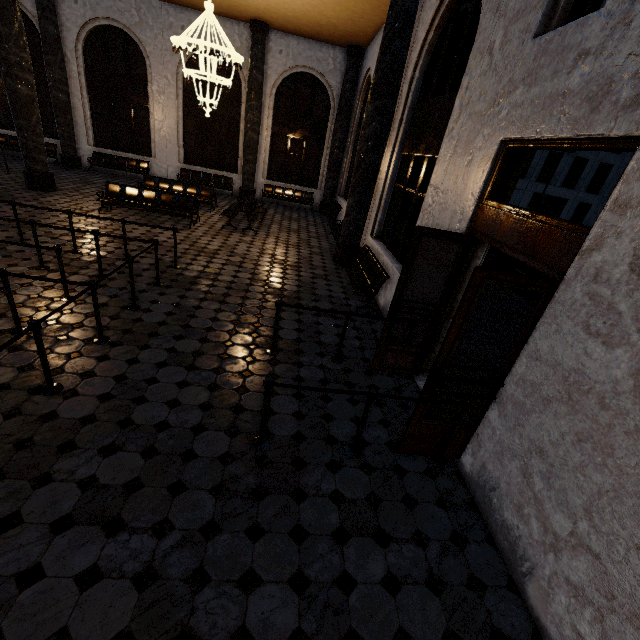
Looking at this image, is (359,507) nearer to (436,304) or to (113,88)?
(436,304)
